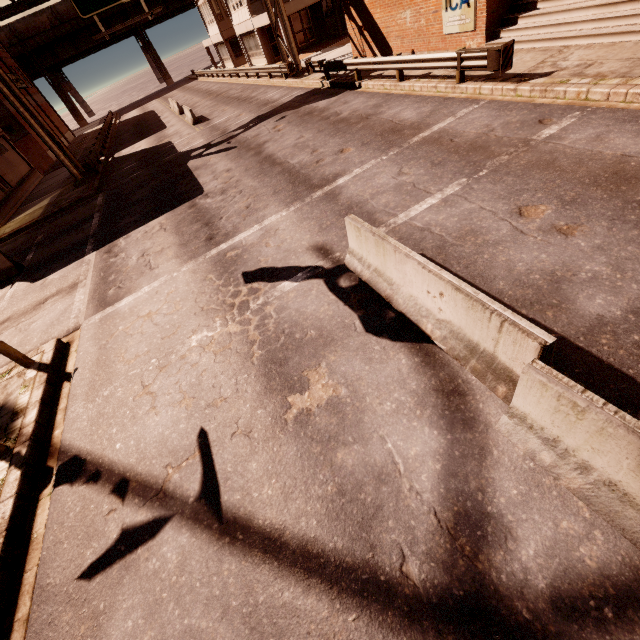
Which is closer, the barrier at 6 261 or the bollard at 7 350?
the bollard at 7 350

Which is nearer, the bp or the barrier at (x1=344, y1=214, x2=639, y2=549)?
the barrier at (x1=344, y1=214, x2=639, y2=549)

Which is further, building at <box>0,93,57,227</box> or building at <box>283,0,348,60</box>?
building at <box>283,0,348,60</box>

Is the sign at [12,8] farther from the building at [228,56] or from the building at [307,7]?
the building at [228,56]

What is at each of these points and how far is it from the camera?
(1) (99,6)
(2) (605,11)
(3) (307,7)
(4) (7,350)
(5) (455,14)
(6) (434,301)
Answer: (1) sign, 17.6 meters
(2) bp, 10.0 meters
(3) building, 32.0 meters
(4) bollard, 7.3 meters
(5) sign, 13.2 meters
(6) barrier, 4.5 meters

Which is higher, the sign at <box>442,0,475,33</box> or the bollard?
the sign at <box>442,0,475,33</box>

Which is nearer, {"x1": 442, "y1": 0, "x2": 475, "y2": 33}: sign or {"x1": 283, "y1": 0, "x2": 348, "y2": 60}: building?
{"x1": 442, "y1": 0, "x2": 475, "y2": 33}: sign

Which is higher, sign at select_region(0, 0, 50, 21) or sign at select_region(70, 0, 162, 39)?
sign at select_region(0, 0, 50, 21)
